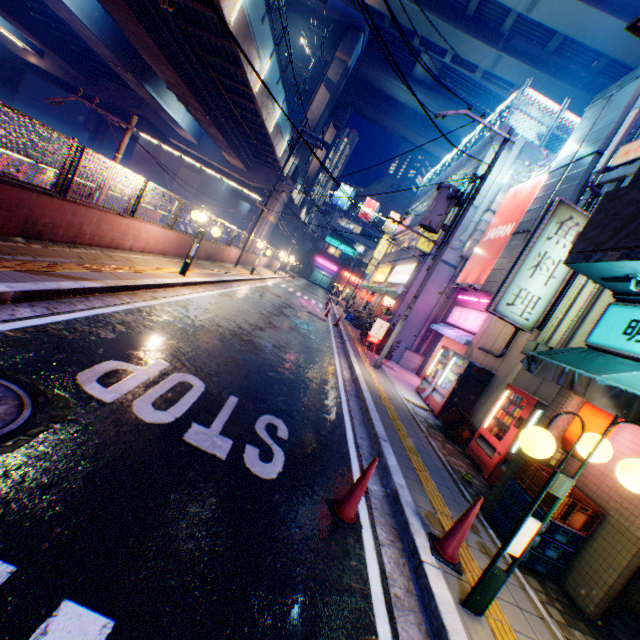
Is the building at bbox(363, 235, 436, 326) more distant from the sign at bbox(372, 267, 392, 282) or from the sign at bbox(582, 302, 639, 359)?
the sign at bbox(582, 302, 639, 359)

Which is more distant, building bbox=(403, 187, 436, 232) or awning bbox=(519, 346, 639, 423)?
building bbox=(403, 187, 436, 232)

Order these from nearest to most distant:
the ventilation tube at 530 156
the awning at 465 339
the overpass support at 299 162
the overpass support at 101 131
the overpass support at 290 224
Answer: the awning at 465 339
the ventilation tube at 530 156
the overpass support at 299 162
the overpass support at 290 224
the overpass support at 101 131

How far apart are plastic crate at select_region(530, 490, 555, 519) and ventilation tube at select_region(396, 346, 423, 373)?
11.3 meters

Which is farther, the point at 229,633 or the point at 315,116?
the point at 315,116

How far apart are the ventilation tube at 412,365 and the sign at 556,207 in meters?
7.4 m

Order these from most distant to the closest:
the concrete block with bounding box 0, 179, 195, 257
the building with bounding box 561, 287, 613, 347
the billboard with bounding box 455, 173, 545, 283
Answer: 1. the billboard with bounding box 455, 173, 545, 283
2. the building with bounding box 561, 287, 613, 347
3. the concrete block with bounding box 0, 179, 195, 257

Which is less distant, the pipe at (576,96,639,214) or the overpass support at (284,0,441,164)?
the pipe at (576,96,639,214)
